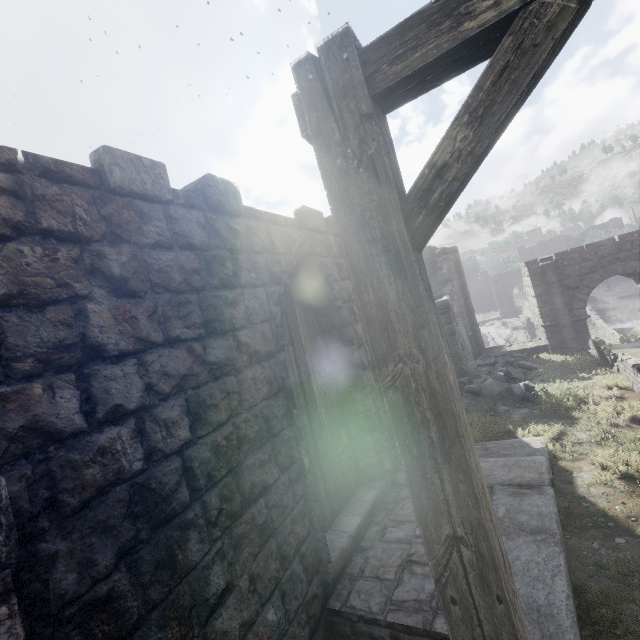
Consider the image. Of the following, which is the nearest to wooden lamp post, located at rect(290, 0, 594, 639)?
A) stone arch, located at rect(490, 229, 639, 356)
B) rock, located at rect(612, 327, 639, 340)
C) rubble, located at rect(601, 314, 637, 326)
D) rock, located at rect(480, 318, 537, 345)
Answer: stone arch, located at rect(490, 229, 639, 356)

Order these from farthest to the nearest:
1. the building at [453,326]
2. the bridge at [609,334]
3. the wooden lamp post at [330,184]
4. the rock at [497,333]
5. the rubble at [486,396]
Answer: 1. the rock at [497,333]
2. the bridge at [609,334]
3. the building at [453,326]
4. the rubble at [486,396]
5. the wooden lamp post at [330,184]

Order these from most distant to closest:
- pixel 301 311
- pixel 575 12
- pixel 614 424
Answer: pixel 614 424 < pixel 301 311 < pixel 575 12

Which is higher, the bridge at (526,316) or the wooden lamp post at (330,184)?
the wooden lamp post at (330,184)

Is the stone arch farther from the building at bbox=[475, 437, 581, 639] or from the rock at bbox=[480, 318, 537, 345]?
the building at bbox=[475, 437, 581, 639]

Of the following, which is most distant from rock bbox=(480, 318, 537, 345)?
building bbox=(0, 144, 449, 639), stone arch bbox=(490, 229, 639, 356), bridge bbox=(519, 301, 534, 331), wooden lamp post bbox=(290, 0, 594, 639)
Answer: wooden lamp post bbox=(290, 0, 594, 639)

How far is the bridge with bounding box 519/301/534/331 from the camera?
32.38m

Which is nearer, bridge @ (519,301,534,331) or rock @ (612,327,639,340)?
rock @ (612,327,639,340)
